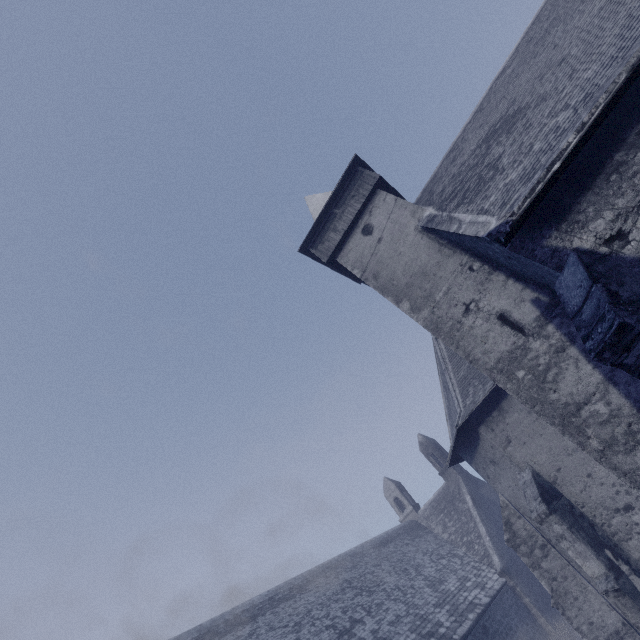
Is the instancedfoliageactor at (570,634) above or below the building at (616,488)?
below

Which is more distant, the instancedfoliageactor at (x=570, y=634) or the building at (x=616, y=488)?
the instancedfoliageactor at (x=570, y=634)

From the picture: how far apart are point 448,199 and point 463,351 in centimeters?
451cm

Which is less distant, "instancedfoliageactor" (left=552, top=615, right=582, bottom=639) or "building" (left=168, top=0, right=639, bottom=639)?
"building" (left=168, top=0, right=639, bottom=639)

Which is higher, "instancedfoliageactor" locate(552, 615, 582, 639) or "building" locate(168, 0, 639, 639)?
"building" locate(168, 0, 639, 639)
